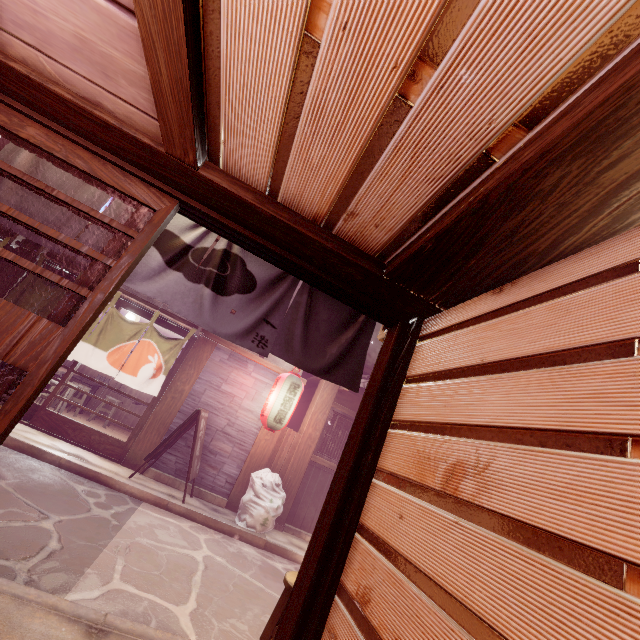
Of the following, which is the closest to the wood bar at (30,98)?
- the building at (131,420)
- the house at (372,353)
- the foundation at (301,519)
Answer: the house at (372,353)

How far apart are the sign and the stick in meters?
2.3 m

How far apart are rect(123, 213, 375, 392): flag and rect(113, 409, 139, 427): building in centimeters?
1618cm

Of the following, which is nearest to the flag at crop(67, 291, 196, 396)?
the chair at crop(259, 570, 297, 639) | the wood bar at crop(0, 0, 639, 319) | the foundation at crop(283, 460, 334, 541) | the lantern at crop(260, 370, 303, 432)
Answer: the foundation at crop(283, 460, 334, 541)

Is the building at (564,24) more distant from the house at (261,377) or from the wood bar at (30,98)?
the house at (261,377)

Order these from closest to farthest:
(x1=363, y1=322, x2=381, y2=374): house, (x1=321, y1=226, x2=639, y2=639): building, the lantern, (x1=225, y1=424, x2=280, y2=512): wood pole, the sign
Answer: (x1=321, y1=226, x2=639, y2=639): building < the sign < the lantern < (x1=225, y1=424, x2=280, y2=512): wood pole < (x1=363, y1=322, x2=381, y2=374): house

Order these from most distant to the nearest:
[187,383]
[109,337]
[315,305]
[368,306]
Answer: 1. [187,383]
2. [109,337]
3. [315,305]
4. [368,306]

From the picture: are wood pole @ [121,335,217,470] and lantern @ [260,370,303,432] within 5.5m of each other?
yes
